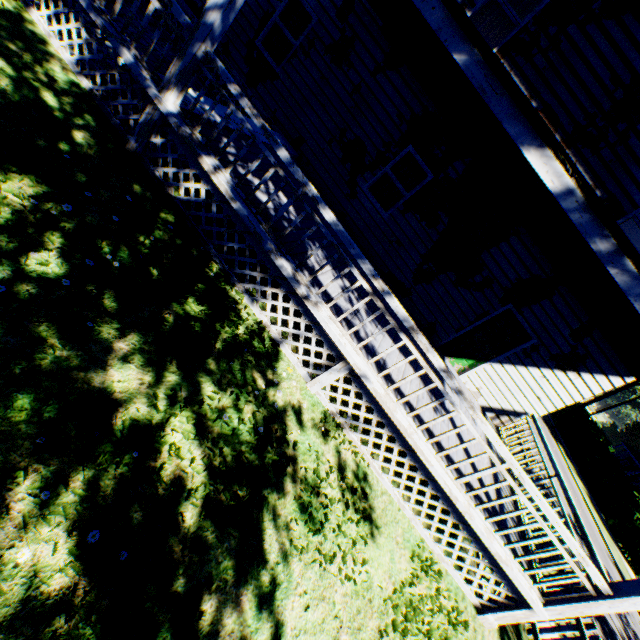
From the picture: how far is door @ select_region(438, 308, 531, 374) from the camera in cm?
869

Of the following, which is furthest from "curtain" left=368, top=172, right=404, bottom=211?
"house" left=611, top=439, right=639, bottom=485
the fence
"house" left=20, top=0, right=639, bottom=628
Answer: "house" left=611, top=439, right=639, bottom=485

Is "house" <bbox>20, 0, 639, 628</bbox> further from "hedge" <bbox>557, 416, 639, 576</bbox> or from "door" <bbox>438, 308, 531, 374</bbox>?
"hedge" <bbox>557, 416, 639, 576</bbox>

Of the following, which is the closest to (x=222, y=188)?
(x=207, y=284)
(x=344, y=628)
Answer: (x=207, y=284)

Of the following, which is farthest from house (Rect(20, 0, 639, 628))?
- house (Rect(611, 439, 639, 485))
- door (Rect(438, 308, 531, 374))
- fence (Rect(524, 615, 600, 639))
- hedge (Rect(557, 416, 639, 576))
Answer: house (Rect(611, 439, 639, 485))

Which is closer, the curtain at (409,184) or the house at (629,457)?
the curtain at (409,184)

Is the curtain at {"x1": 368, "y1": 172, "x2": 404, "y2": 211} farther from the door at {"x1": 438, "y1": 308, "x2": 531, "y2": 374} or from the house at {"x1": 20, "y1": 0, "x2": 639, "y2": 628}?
the door at {"x1": 438, "y1": 308, "x2": 531, "y2": 374}

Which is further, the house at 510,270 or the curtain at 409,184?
the curtain at 409,184
